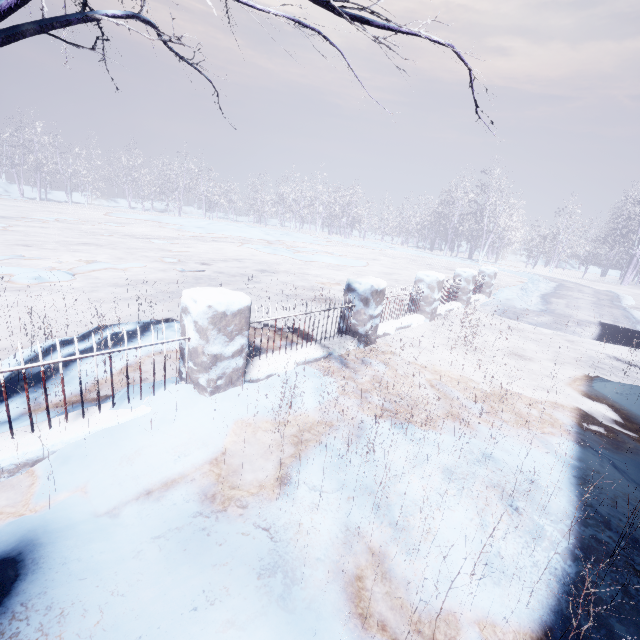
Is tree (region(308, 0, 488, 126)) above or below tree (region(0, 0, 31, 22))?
above

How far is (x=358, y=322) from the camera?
4.4m

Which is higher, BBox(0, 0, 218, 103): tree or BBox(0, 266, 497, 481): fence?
BBox(0, 0, 218, 103): tree

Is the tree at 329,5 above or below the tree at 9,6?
above

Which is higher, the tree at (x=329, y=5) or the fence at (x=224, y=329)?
the tree at (x=329, y=5)
